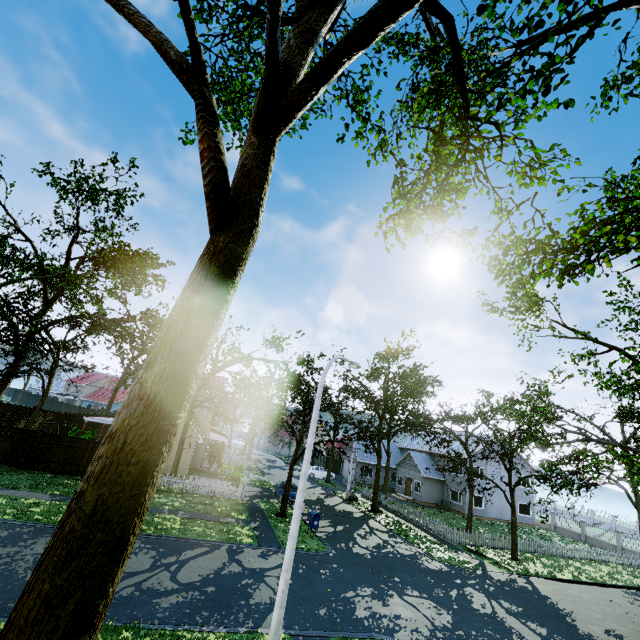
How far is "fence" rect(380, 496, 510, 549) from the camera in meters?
24.0 m

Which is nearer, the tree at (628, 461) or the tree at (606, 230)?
the tree at (606, 230)

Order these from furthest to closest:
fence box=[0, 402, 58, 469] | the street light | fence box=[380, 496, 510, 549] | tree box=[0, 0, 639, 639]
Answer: fence box=[380, 496, 510, 549] < fence box=[0, 402, 58, 469] < the street light < tree box=[0, 0, 639, 639]

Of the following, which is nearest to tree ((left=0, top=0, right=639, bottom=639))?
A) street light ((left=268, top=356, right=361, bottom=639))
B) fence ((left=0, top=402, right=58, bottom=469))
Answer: fence ((left=0, top=402, right=58, bottom=469))

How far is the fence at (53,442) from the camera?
20.72m

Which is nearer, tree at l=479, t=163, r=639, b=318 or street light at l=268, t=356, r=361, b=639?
tree at l=479, t=163, r=639, b=318

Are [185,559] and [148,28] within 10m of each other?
no
